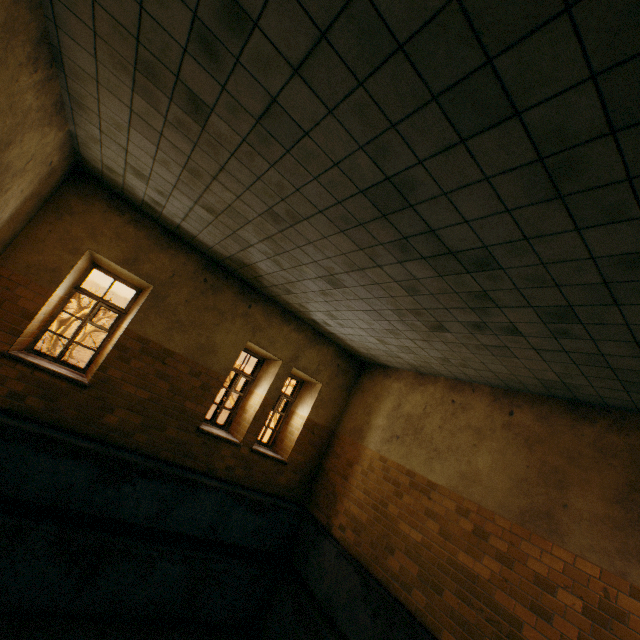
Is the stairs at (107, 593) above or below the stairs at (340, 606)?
below

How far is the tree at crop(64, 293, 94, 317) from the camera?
35.0 meters

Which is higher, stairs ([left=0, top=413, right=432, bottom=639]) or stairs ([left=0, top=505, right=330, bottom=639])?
stairs ([left=0, top=413, right=432, bottom=639])

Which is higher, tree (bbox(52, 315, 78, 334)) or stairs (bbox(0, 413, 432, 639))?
stairs (bbox(0, 413, 432, 639))

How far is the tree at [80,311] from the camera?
35.03m

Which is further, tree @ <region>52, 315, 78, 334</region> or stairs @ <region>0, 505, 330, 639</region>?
tree @ <region>52, 315, 78, 334</region>

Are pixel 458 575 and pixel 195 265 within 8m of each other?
yes
